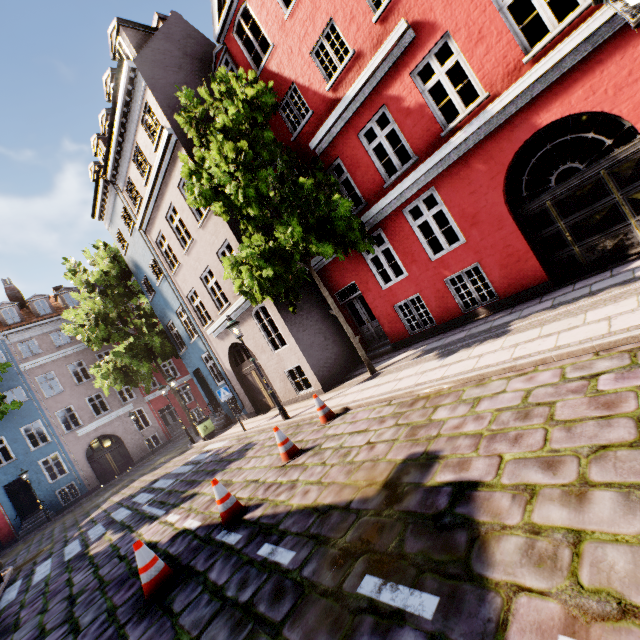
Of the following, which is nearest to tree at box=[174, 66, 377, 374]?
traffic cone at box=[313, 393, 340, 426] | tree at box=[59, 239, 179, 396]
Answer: traffic cone at box=[313, 393, 340, 426]

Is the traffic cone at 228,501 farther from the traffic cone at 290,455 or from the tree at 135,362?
the tree at 135,362

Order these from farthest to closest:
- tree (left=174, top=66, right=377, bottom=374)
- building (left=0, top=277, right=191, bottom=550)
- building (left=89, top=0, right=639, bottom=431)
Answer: building (left=0, top=277, right=191, bottom=550) < tree (left=174, top=66, right=377, bottom=374) < building (left=89, top=0, right=639, bottom=431)

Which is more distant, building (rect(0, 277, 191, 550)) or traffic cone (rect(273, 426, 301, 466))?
building (rect(0, 277, 191, 550))

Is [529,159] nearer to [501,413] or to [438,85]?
[501,413]

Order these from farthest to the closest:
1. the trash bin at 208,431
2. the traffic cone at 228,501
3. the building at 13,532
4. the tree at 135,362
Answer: the building at 13,532 < the tree at 135,362 < the trash bin at 208,431 < the traffic cone at 228,501

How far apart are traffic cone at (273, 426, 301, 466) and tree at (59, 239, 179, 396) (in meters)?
15.74

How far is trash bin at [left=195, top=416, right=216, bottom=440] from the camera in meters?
15.6 m
